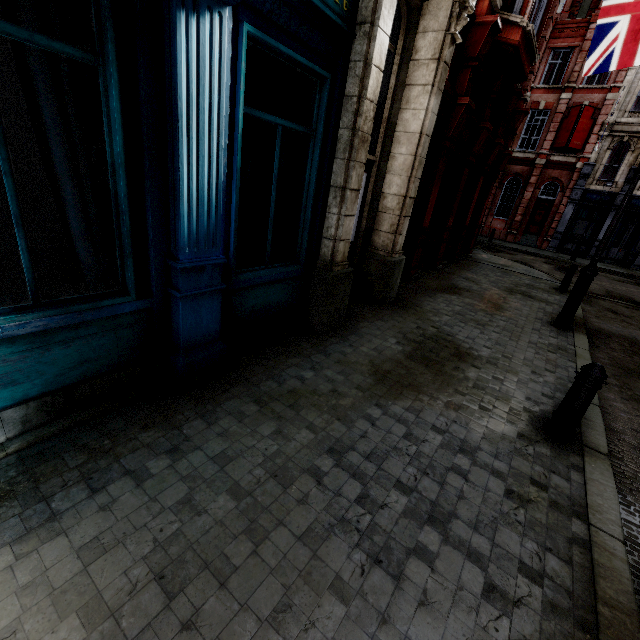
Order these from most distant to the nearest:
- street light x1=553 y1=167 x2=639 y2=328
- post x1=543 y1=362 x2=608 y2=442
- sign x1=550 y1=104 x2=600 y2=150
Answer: sign x1=550 y1=104 x2=600 y2=150 < street light x1=553 y1=167 x2=639 y2=328 < post x1=543 y1=362 x2=608 y2=442

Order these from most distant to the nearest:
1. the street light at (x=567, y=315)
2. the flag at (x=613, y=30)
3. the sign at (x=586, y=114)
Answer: the sign at (x=586, y=114)
the flag at (x=613, y=30)
the street light at (x=567, y=315)

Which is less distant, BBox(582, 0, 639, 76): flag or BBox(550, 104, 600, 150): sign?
BBox(582, 0, 639, 76): flag

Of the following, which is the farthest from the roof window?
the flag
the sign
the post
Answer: the post

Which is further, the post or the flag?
the flag

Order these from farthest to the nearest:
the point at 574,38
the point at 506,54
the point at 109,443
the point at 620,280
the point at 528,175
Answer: the point at 528,175, the point at 574,38, the point at 620,280, the point at 506,54, the point at 109,443

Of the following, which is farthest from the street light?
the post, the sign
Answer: the sign

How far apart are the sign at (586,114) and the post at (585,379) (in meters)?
25.64
